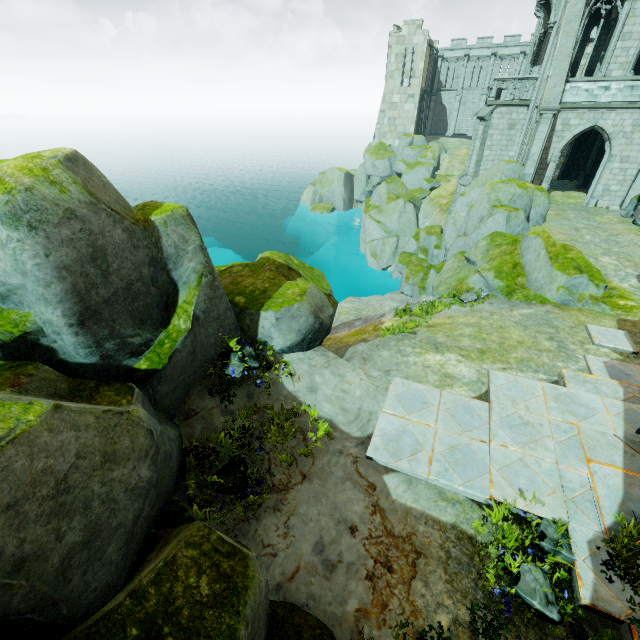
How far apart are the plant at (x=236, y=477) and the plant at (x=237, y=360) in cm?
67

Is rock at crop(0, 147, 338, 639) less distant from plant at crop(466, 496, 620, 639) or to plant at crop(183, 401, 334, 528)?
plant at crop(183, 401, 334, 528)

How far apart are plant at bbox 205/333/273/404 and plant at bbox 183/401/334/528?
0.7m

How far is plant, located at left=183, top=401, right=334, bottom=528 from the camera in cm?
533

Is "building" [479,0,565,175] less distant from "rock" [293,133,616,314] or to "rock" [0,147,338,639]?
"rock" [293,133,616,314]

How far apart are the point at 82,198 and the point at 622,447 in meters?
10.2 m

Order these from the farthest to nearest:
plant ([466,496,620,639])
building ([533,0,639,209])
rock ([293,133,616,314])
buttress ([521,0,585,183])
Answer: building ([533,0,639,209]), buttress ([521,0,585,183]), rock ([293,133,616,314]), plant ([466,496,620,639])

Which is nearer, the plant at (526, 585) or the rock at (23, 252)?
the rock at (23, 252)
